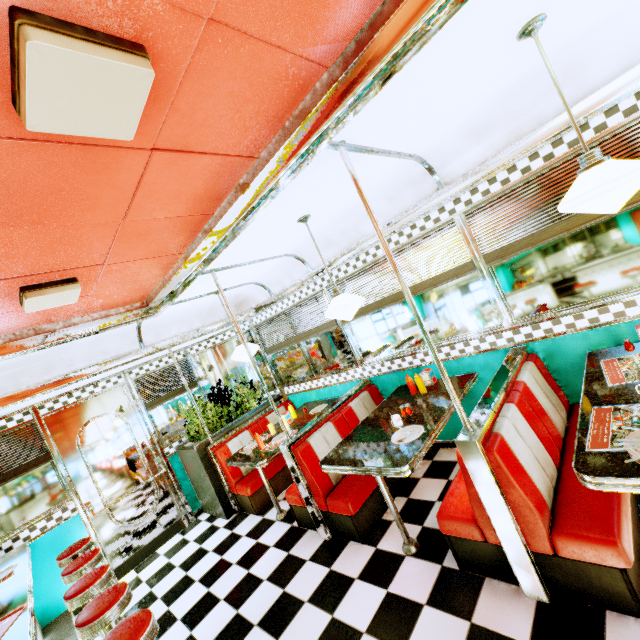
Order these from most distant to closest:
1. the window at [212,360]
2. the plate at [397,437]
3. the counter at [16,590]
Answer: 1. the window at [212,360]
2. the plate at [397,437]
3. the counter at [16,590]

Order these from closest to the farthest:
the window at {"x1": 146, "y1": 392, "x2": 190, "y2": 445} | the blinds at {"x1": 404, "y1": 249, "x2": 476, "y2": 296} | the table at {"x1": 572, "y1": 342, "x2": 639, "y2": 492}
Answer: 1. the table at {"x1": 572, "y1": 342, "x2": 639, "y2": 492}
2. the blinds at {"x1": 404, "y1": 249, "x2": 476, "y2": 296}
3. the window at {"x1": 146, "y1": 392, "x2": 190, "y2": 445}

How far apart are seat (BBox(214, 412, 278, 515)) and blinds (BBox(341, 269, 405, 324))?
2.2m

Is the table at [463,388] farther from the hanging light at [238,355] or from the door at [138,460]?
the door at [138,460]

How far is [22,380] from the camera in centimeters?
356cm

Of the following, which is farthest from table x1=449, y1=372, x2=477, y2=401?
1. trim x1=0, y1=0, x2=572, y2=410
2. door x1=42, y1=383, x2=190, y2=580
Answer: door x1=42, y1=383, x2=190, y2=580

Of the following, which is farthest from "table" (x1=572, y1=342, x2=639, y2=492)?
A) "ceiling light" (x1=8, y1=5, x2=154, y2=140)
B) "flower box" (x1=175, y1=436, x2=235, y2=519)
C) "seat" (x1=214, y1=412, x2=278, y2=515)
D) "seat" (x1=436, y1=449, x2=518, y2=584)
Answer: "flower box" (x1=175, y1=436, x2=235, y2=519)

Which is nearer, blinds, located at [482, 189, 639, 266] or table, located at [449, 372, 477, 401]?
blinds, located at [482, 189, 639, 266]
